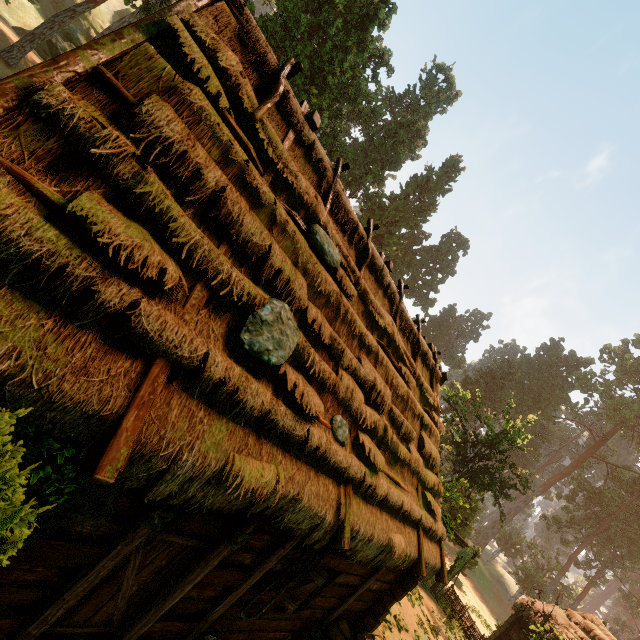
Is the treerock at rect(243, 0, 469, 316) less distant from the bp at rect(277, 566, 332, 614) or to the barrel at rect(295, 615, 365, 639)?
the bp at rect(277, 566, 332, 614)

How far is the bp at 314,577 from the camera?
6.5m

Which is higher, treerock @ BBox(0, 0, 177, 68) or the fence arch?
treerock @ BBox(0, 0, 177, 68)

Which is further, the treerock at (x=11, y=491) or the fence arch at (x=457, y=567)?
the fence arch at (x=457, y=567)

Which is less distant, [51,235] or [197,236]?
[51,235]

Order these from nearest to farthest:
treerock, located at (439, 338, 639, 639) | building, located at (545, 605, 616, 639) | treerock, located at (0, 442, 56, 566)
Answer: treerock, located at (0, 442, 56, 566), building, located at (545, 605, 616, 639), treerock, located at (439, 338, 639, 639)

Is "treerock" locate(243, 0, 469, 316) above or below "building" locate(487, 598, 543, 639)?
above

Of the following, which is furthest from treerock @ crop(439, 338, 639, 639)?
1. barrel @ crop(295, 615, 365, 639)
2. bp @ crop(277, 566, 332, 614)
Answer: barrel @ crop(295, 615, 365, 639)
